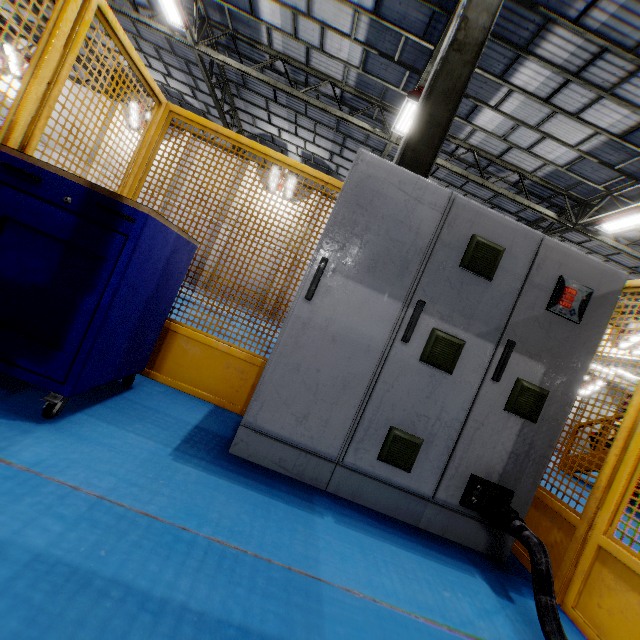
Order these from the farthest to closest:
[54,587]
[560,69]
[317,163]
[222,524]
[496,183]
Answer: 1. [317,163]
2. [496,183]
3. [560,69]
4. [222,524]
5. [54,587]

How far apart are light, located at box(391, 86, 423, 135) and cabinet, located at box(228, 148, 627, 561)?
8.13m

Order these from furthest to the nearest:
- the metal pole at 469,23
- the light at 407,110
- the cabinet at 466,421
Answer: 1. the light at 407,110
2. the metal pole at 469,23
3. the cabinet at 466,421

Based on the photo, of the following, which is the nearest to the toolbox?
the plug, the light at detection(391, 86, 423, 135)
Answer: the plug

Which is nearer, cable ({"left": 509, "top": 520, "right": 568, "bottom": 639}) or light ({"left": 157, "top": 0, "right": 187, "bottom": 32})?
cable ({"left": 509, "top": 520, "right": 568, "bottom": 639})

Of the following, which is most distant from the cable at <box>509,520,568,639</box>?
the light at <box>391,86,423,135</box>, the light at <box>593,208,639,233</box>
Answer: the light at <box>593,208,639,233</box>

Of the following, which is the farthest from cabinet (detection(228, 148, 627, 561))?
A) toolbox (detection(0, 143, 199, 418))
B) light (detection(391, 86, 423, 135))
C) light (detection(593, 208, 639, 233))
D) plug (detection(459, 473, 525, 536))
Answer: light (detection(593, 208, 639, 233))

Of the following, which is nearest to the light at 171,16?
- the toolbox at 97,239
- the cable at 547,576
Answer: the toolbox at 97,239
